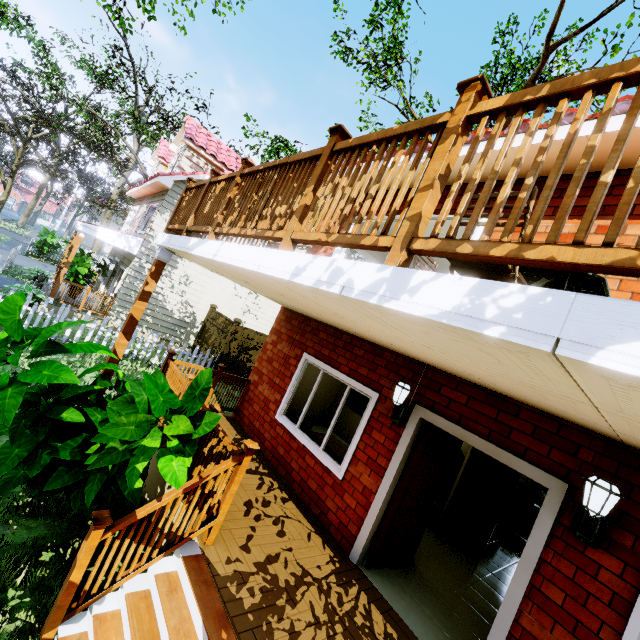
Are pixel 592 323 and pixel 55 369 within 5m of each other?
yes

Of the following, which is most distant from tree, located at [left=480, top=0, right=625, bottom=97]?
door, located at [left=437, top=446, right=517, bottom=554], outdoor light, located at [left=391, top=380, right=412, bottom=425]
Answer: outdoor light, located at [left=391, top=380, right=412, bottom=425]

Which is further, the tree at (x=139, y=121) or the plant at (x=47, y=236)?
the plant at (x=47, y=236)

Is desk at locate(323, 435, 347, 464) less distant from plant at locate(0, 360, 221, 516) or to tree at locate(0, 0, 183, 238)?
plant at locate(0, 360, 221, 516)

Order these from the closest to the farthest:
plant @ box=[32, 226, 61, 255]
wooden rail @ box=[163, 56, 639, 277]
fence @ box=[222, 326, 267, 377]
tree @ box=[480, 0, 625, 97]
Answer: wooden rail @ box=[163, 56, 639, 277] < tree @ box=[480, 0, 625, 97] < fence @ box=[222, 326, 267, 377] < plant @ box=[32, 226, 61, 255]

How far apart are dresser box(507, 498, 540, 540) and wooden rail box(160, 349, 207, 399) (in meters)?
7.66

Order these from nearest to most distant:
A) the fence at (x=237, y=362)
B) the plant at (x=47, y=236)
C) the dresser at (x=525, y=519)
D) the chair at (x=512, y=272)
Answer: the chair at (x=512, y=272) < the dresser at (x=525, y=519) < the fence at (x=237, y=362) < the plant at (x=47, y=236)

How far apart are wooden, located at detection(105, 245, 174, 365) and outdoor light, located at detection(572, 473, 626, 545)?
6.1m
